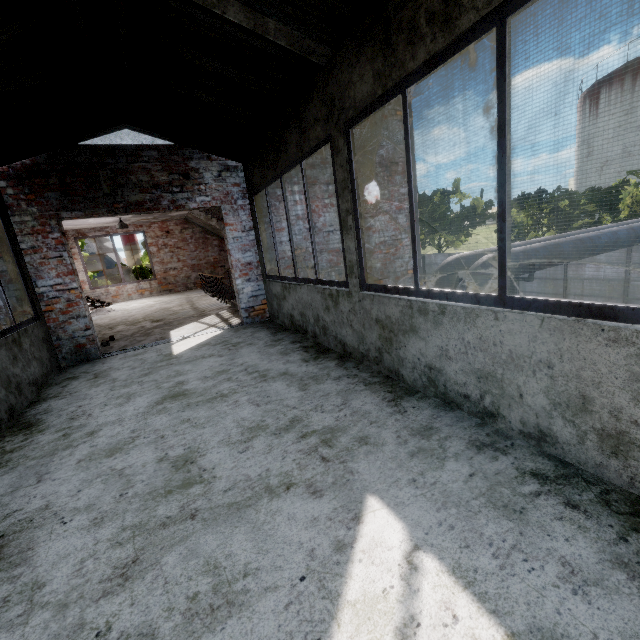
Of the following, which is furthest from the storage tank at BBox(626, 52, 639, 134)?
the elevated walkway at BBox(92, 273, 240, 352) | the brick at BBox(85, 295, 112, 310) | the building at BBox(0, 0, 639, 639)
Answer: the brick at BBox(85, 295, 112, 310)

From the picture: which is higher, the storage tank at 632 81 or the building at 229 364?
the storage tank at 632 81

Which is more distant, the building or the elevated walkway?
the elevated walkway

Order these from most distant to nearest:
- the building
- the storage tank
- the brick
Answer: the storage tank < the brick < the building

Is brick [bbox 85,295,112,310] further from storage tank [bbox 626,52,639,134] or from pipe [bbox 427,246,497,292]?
storage tank [bbox 626,52,639,134]

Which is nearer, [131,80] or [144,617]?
[144,617]

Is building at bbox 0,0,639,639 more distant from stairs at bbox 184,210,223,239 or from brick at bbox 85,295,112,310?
brick at bbox 85,295,112,310

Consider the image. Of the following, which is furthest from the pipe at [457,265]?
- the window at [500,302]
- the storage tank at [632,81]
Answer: the storage tank at [632,81]
